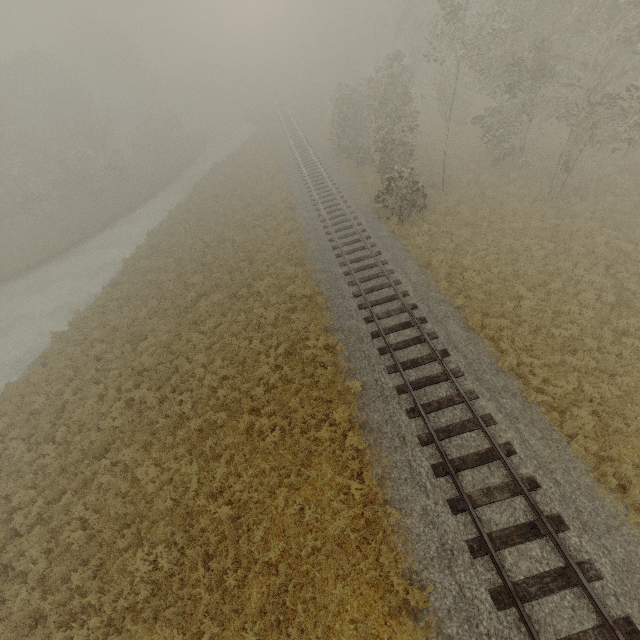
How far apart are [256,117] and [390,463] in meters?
56.5
